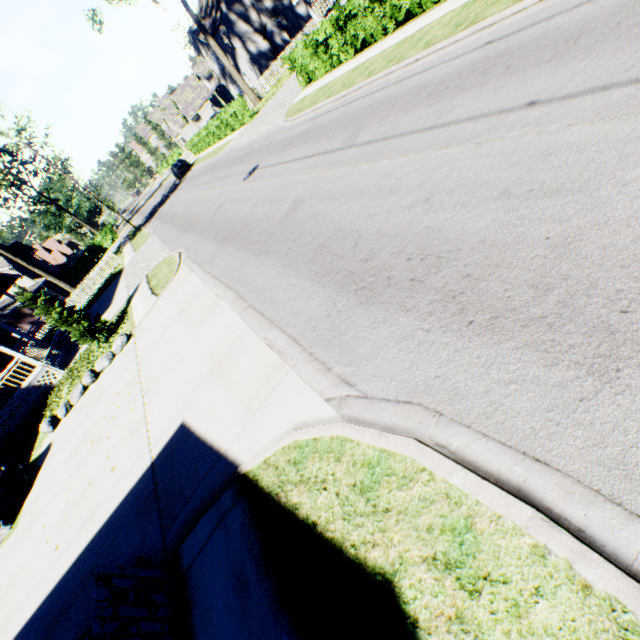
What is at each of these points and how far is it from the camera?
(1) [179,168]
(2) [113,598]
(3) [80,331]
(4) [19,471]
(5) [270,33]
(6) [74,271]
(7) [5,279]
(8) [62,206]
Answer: (1) car, 37.6 meters
(2) fence, 3.4 meters
(3) tree, 13.6 meters
(4) rock, 9.9 meters
(5) chimney, 35.9 meters
(6) hedge, 51.3 meters
(7) house, 21.4 meters
(8) tree, 51.6 meters

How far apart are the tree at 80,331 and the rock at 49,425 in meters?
1.9

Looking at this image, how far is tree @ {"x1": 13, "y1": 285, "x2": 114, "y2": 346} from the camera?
12.7m

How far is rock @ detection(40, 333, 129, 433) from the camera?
11.71m

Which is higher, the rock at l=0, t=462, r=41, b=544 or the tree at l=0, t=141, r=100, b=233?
the tree at l=0, t=141, r=100, b=233

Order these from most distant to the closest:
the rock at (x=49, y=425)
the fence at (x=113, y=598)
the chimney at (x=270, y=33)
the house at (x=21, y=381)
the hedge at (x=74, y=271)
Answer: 1. the hedge at (x=74, y=271)
2. the chimney at (x=270, y=33)
3. the house at (x=21, y=381)
4. the rock at (x=49, y=425)
5. the fence at (x=113, y=598)

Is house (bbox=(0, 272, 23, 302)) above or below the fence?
above

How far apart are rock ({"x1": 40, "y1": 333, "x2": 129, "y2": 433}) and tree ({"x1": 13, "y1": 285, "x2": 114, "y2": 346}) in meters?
1.9
